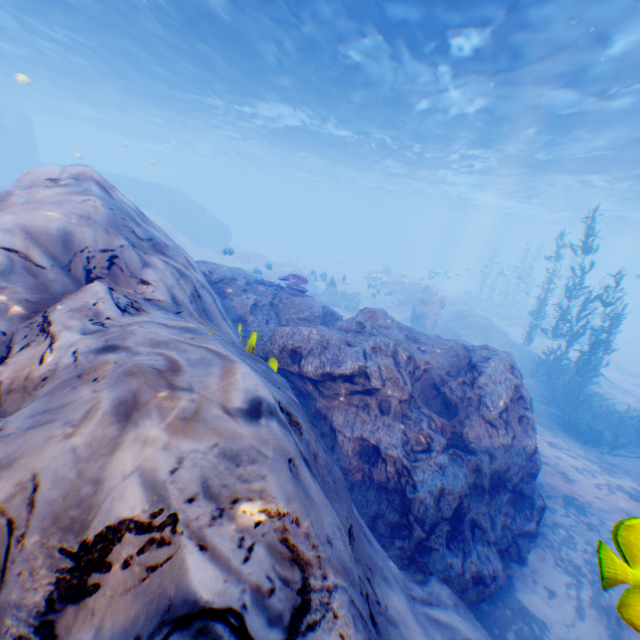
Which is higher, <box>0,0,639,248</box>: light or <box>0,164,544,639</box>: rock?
<box>0,0,639,248</box>: light

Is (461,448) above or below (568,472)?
above

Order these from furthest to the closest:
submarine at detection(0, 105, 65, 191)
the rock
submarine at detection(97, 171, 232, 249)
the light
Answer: submarine at detection(97, 171, 232, 249)
submarine at detection(0, 105, 65, 191)
the light
the rock

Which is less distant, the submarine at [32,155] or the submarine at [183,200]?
the submarine at [32,155]

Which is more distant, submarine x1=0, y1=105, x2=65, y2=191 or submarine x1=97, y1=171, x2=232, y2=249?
submarine x1=97, y1=171, x2=232, y2=249

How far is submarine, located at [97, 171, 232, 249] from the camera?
33.3 meters

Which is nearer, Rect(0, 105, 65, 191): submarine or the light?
the light

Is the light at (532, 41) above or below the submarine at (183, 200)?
above
